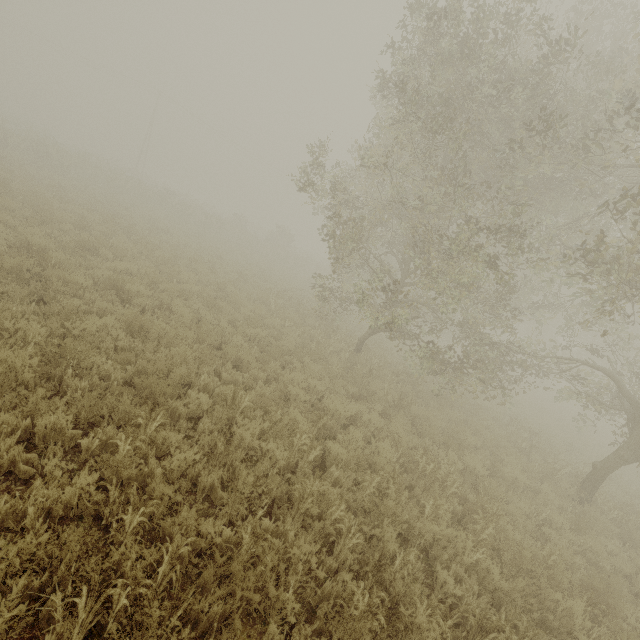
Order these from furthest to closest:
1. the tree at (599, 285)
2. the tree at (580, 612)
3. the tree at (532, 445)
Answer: the tree at (532, 445)
the tree at (599, 285)
the tree at (580, 612)

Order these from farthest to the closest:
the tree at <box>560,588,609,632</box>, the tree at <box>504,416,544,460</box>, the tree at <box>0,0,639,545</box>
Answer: the tree at <box>504,416,544,460</box>
the tree at <box>0,0,639,545</box>
the tree at <box>560,588,609,632</box>

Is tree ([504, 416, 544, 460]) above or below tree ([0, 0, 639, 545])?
below

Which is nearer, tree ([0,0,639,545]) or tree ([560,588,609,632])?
tree ([560,588,609,632])

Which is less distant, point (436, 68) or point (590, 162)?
point (436, 68)

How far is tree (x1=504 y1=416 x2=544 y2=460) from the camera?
11.20m

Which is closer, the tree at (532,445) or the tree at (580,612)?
the tree at (580,612)
